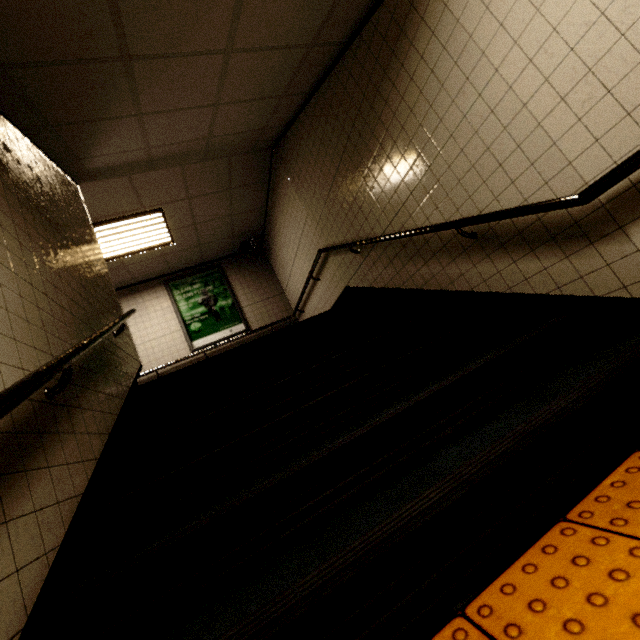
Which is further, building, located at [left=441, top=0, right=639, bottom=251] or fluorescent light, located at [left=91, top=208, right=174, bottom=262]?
fluorescent light, located at [left=91, top=208, right=174, bottom=262]

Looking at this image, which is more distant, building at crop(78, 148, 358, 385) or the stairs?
building at crop(78, 148, 358, 385)

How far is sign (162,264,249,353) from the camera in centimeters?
679cm

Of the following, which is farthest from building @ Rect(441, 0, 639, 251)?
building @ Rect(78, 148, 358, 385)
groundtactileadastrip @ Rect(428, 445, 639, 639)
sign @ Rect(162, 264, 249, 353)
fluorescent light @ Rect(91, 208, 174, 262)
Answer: sign @ Rect(162, 264, 249, 353)

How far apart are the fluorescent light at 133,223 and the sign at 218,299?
1.1m

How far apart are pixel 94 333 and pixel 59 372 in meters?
0.8

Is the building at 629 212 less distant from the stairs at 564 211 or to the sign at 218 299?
the stairs at 564 211

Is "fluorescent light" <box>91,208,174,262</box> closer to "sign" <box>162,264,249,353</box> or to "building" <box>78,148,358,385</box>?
"building" <box>78,148,358,385</box>
